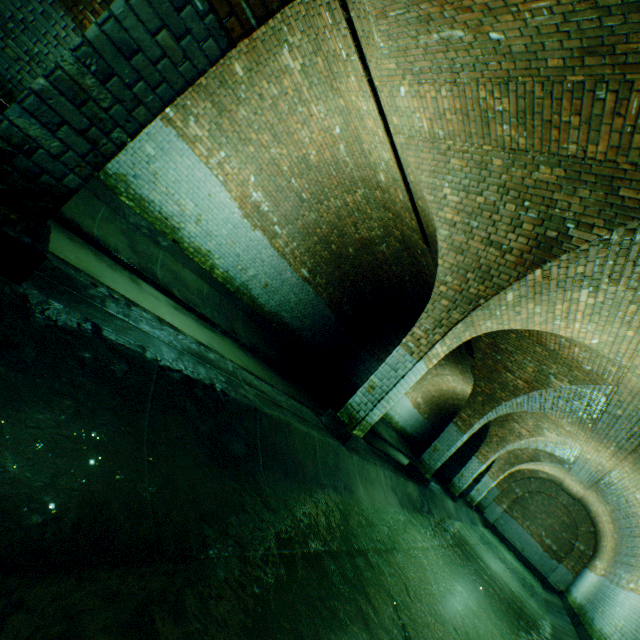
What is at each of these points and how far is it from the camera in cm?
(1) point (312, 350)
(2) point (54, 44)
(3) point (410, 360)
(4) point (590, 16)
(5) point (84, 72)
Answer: (1) building tunnel, 1134
(2) building tunnel, 477
(3) support arch, 529
(4) support arch, 244
(5) support arch, 165

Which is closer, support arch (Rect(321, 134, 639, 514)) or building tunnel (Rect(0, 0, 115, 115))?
support arch (Rect(321, 134, 639, 514))

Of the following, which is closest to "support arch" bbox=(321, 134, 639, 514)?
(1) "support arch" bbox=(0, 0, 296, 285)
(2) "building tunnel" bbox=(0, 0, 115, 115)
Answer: (2) "building tunnel" bbox=(0, 0, 115, 115)

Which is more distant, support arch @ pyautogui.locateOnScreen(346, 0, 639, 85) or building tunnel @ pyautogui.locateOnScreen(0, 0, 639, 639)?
support arch @ pyautogui.locateOnScreen(346, 0, 639, 85)

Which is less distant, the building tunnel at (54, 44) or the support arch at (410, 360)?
the support arch at (410, 360)

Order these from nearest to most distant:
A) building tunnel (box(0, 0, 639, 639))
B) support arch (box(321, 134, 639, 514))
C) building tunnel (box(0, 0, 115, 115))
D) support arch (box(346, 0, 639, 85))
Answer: building tunnel (box(0, 0, 639, 639))
support arch (box(346, 0, 639, 85))
support arch (box(321, 134, 639, 514))
building tunnel (box(0, 0, 115, 115))

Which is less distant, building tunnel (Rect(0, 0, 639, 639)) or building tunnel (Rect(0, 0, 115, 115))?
building tunnel (Rect(0, 0, 639, 639))

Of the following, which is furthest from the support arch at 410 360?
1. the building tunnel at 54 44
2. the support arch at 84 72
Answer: the support arch at 84 72
